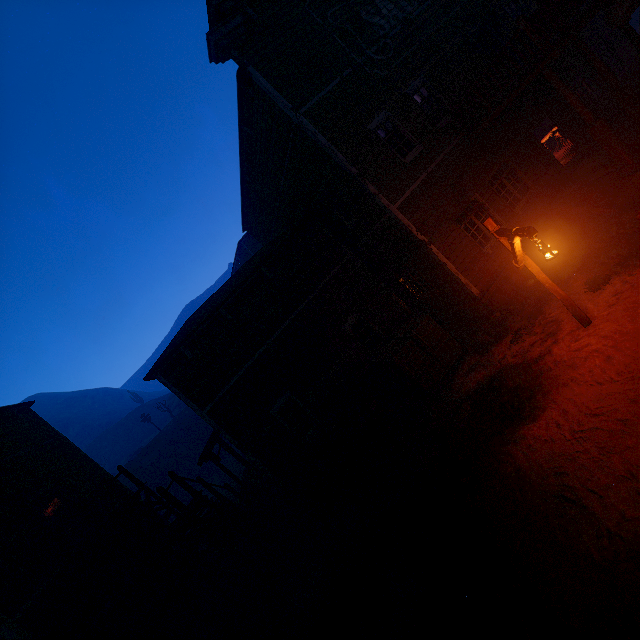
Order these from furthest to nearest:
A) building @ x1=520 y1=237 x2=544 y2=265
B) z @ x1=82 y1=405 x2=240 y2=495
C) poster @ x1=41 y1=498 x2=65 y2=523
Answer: z @ x1=82 y1=405 x2=240 y2=495, poster @ x1=41 y1=498 x2=65 y2=523, building @ x1=520 y1=237 x2=544 y2=265

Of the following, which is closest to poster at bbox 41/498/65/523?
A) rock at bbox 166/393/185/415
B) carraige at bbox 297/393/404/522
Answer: carraige at bbox 297/393/404/522

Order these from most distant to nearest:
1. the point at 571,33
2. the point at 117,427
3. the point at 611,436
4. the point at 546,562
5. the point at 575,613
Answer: the point at 117,427 → the point at 571,33 → the point at 611,436 → the point at 546,562 → the point at 575,613

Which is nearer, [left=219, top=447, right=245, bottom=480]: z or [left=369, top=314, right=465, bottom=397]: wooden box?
[left=369, top=314, right=465, bottom=397]: wooden box

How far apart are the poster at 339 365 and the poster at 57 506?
13.0m

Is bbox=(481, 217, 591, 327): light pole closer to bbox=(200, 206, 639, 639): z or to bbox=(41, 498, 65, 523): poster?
bbox=(200, 206, 639, 639): z

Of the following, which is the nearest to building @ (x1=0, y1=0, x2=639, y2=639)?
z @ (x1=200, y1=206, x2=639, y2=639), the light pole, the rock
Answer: z @ (x1=200, y1=206, x2=639, y2=639)

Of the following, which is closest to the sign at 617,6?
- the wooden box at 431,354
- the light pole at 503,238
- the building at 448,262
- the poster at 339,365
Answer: the building at 448,262
